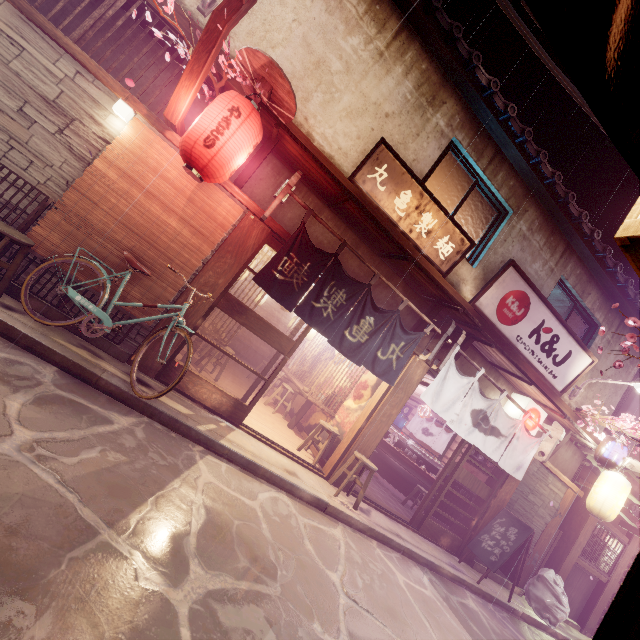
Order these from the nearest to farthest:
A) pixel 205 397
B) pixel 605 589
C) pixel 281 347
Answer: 1. pixel 205 397
2. pixel 281 347
3. pixel 605 589

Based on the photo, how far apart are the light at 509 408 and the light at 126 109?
16.0m

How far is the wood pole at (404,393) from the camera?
10.8m

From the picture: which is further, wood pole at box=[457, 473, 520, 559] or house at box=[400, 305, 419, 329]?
wood pole at box=[457, 473, 520, 559]

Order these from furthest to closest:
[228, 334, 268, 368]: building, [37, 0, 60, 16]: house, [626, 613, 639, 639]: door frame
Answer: → [228, 334, 268, 368]: building, [37, 0, 60, 16]: house, [626, 613, 639, 639]: door frame

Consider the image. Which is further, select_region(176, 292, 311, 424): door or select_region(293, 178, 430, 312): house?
select_region(293, 178, 430, 312): house

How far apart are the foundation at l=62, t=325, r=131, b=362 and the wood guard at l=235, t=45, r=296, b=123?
6.92m

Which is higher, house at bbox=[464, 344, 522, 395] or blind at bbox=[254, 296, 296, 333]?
house at bbox=[464, 344, 522, 395]
